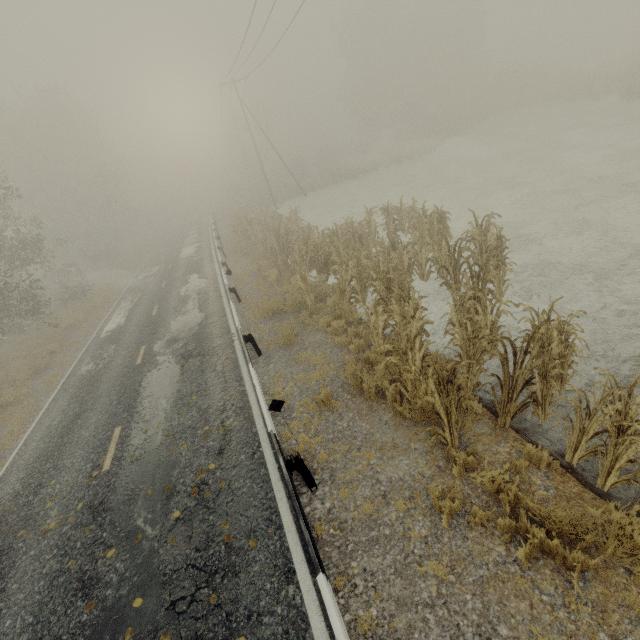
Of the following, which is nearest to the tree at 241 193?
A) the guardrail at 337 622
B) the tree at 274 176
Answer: the guardrail at 337 622

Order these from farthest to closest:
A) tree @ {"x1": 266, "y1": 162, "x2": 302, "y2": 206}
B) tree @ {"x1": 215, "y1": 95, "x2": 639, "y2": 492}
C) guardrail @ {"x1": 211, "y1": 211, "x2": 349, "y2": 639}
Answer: tree @ {"x1": 266, "y1": 162, "x2": 302, "y2": 206} < tree @ {"x1": 215, "y1": 95, "x2": 639, "y2": 492} < guardrail @ {"x1": 211, "y1": 211, "x2": 349, "y2": 639}

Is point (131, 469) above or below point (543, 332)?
below

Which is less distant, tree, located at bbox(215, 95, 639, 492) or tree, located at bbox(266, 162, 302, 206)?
tree, located at bbox(215, 95, 639, 492)

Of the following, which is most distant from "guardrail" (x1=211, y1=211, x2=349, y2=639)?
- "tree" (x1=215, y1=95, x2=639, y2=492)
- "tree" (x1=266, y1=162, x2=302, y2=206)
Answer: "tree" (x1=215, y1=95, x2=639, y2=492)

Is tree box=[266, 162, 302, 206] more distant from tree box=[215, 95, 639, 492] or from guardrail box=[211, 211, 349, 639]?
tree box=[215, 95, 639, 492]

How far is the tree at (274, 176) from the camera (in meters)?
37.18

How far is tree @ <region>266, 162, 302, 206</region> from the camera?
37.2 meters
